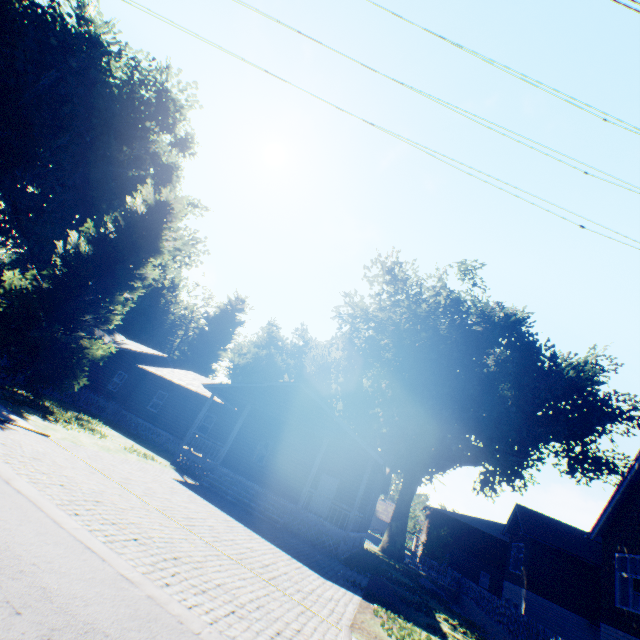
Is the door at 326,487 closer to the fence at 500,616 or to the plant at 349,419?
the plant at 349,419

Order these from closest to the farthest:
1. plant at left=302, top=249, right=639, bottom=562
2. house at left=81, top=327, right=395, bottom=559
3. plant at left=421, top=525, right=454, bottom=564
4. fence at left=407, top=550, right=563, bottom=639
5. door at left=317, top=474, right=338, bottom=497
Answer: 1. fence at left=407, top=550, right=563, bottom=639
2. house at left=81, top=327, right=395, bottom=559
3. door at left=317, top=474, right=338, bottom=497
4. plant at left=302, top=249, right=639, bottom=562
5. plant at left=421, top=525, right=454, bottom=564

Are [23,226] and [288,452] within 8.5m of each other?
no

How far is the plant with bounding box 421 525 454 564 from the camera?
38.4m

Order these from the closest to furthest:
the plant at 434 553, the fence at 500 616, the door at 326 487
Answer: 1. the fence at 500 616
2. the door at 326 487
3. the plant at 434 553

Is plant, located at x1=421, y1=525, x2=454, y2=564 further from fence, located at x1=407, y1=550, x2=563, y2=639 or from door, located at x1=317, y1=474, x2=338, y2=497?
door, located at x1=317, y1=474, x2=338, y2=497

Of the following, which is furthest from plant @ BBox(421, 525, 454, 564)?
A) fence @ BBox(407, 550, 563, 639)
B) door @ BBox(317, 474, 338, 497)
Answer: door @ BBox(317, 474, 338, 497)

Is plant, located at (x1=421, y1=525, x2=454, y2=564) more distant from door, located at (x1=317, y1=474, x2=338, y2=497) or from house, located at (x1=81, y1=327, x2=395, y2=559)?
door, located at (x1=317, y1=474, x2=338, y2=497)
